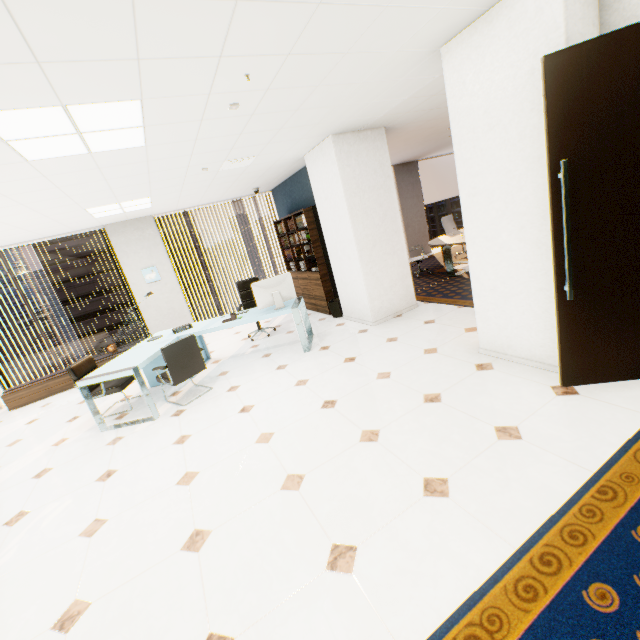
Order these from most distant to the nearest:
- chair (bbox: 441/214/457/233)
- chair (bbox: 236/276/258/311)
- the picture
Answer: chair (bbox: 441/214/457/233) < the picture < chair (bbox: 236/276/258/311)

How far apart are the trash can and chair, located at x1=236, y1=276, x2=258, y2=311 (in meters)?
1.25

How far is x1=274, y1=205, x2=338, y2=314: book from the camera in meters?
6.4

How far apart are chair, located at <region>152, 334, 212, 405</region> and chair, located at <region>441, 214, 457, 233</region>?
7.30m

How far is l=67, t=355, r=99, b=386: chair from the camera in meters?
4.5

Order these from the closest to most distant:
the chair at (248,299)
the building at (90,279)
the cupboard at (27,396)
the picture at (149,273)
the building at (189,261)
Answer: the cupboard at (27,396) → the chair at (248,299) → the picture at (149,273) → the building at (90,279) → the building at (189,261)

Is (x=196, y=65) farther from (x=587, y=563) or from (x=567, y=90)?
(x=587, y=563)

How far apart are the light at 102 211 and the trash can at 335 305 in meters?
3.6 m
